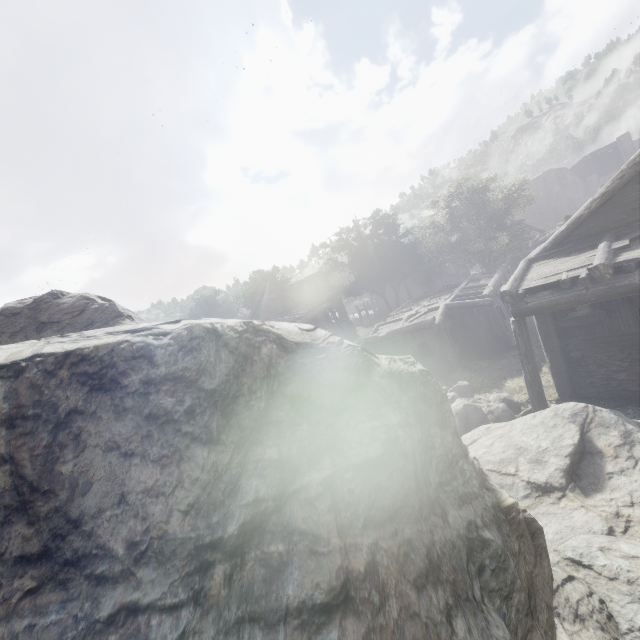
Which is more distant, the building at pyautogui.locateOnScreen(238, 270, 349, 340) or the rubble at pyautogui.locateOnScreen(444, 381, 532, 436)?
the building at pyautogui.locateOnScreen(238, 270, 349, 340)

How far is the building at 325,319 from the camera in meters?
25.9 m

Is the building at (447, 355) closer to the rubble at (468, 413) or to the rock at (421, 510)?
the rock at (421, 510)

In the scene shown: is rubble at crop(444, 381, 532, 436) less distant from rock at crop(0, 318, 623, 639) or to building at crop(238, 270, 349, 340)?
rock at crop(0, 318, 623, 639)

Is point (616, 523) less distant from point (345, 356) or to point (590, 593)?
point (590, 593)

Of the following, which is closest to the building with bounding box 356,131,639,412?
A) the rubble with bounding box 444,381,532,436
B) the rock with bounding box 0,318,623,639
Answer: the rock with bounding box 0,318,623,639
